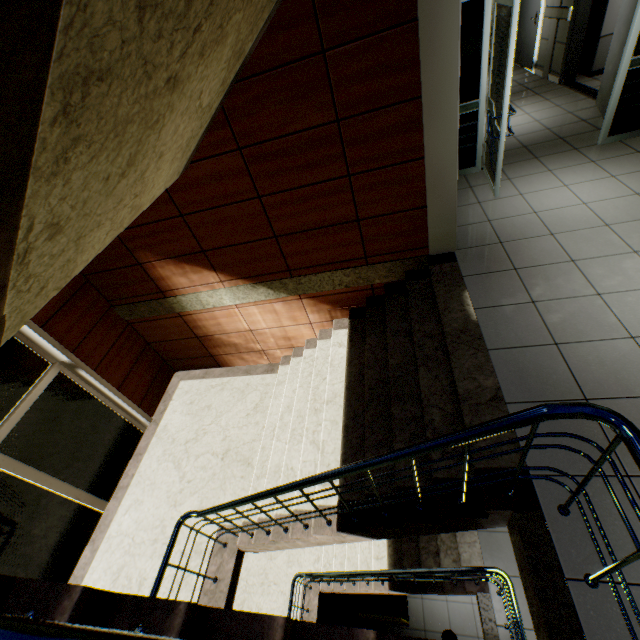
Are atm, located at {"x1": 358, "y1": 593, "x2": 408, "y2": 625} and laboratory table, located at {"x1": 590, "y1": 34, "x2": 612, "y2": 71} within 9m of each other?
no

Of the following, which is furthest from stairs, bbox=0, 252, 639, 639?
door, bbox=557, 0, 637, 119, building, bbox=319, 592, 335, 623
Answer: door, bbox=557, 0, 637, 119

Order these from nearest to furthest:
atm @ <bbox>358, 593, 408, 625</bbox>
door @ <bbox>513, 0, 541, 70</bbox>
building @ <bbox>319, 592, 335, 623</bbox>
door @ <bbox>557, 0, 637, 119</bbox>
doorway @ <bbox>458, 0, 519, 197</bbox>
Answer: doorway @ <bbox>458, 0, 519, 197</bbox>
door @ <bbox>557, 0, 637, 119</bbox>
atm @ <bbox>358, 593, 408, 625</bbox>
building @ <bbox>319, 592, 335, 623</bbox>
door @ <bbox>513, 0, 541, 70</bbox>

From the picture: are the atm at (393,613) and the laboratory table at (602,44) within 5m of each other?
no

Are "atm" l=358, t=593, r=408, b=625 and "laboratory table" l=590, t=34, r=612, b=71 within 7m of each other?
no

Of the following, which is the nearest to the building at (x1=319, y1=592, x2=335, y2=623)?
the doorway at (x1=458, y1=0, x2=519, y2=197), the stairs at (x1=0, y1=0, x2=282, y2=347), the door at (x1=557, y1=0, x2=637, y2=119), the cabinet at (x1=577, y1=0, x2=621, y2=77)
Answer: the stairs at (x1=0, y1=0, x2=282, y2=347)

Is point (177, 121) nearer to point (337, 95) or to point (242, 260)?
point (337, 95)

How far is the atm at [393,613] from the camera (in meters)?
5.67
